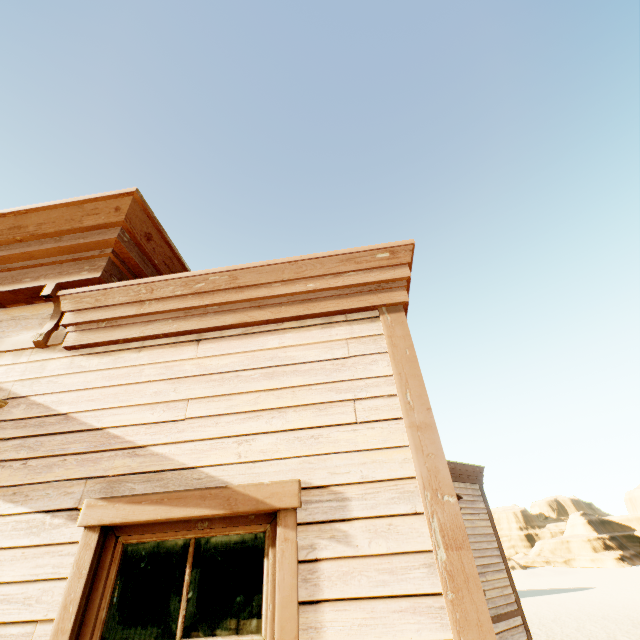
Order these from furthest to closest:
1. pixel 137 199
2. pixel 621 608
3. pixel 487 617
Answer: pixel 621 608
pixel 137 199
pixel 487 617
